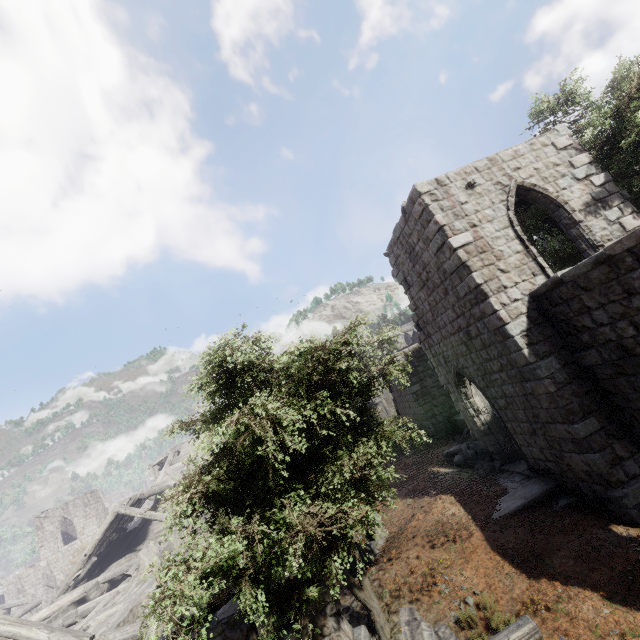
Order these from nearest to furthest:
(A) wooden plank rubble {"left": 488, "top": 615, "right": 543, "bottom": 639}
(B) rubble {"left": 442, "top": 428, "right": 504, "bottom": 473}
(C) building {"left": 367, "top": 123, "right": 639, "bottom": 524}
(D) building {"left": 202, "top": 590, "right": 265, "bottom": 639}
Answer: (A) wooden plank rubble {"left": 488, "top": 615, "right": 543, "bottom": 639} < (D) building {"left": 202, "top": 590, "right": 265, "bottom": 639} < (C) building {"left": 367, "top": 123, "right": 639, "bottom": 524} < (B) rubble {"left": 442, "top": 428, "right": 504, "bottom": 473}

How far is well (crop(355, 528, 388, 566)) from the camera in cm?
1002

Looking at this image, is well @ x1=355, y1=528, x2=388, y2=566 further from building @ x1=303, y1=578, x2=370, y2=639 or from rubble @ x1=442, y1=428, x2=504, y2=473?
rubble @ x1=442, y1=428, x2=504, y2=473

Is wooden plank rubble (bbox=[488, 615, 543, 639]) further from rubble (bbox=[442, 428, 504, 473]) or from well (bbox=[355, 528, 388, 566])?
rubble (bbox=[442, 428, 504, 473])

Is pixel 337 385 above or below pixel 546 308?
above

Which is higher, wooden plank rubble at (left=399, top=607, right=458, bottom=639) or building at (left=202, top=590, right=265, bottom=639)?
building at (left=202, top=590, right=265, bottom=639)

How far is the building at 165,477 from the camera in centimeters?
2269cm

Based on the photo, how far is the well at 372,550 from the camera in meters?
10.0
